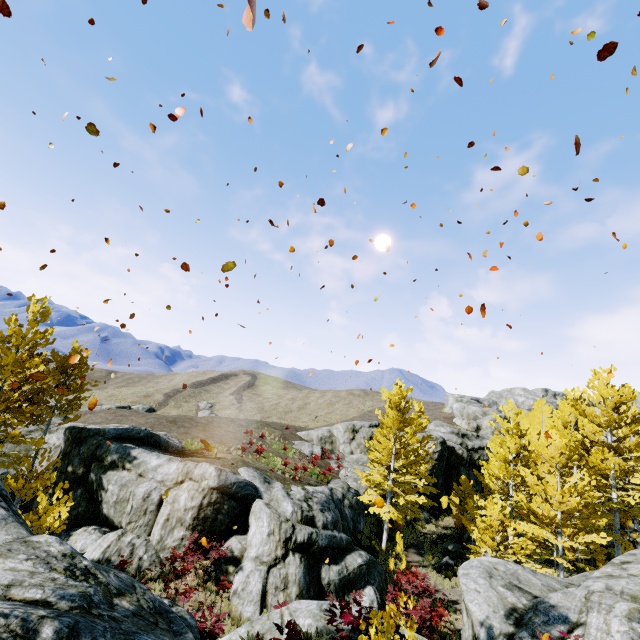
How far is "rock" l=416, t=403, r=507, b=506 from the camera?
34.38m

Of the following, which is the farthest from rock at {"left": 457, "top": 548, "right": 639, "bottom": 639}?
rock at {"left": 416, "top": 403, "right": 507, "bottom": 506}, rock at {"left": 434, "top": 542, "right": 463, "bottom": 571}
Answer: rock at {"left": 416, "top": 403, "right": 507, "bottom": 506}

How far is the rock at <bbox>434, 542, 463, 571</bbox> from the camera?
21.2 meters

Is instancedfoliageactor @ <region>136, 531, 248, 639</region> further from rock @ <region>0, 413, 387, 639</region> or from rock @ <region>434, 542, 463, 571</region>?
rock @ <region>434, 542, 463, 571</region>

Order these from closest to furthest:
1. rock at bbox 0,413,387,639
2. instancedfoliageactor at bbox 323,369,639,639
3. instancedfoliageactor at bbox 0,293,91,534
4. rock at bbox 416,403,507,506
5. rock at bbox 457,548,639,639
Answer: rock at bbox 0,413,387,639 < rock at bbox 457,548,639,639 < instancedfoliageactor at bbox 0,293,91,534 < instancedfoliageactor at bbox 323,369,639,639 < rock at bbox 416,403,507,506

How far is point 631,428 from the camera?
18.4m

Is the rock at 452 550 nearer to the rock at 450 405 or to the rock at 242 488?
the rock at 242 488

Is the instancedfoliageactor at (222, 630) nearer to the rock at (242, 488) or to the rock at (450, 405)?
the rock at (242, 488)
